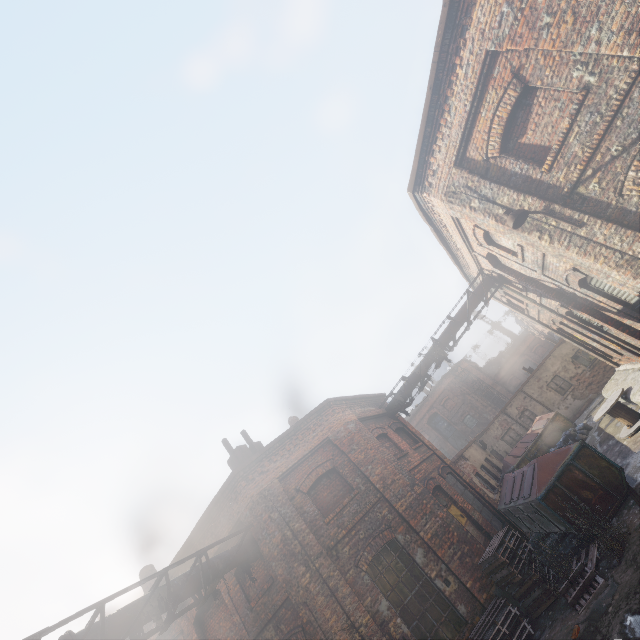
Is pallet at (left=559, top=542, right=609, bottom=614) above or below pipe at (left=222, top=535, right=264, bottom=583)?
below

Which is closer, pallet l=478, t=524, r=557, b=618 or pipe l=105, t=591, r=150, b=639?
pipe l=105, t=591, r=150, b=639

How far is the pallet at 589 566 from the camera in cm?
639

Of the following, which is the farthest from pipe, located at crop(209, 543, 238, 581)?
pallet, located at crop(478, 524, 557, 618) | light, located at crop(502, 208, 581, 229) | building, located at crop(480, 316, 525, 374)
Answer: building, located at crop(480, 316, 525, 374)

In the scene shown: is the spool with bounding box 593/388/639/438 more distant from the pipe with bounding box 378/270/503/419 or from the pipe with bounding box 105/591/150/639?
the pipe with bounding box 105/591/150/639

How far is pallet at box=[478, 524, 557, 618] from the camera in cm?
780

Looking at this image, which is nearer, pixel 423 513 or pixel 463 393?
pixel 423 513

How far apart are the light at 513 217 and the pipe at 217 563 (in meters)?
11.21
